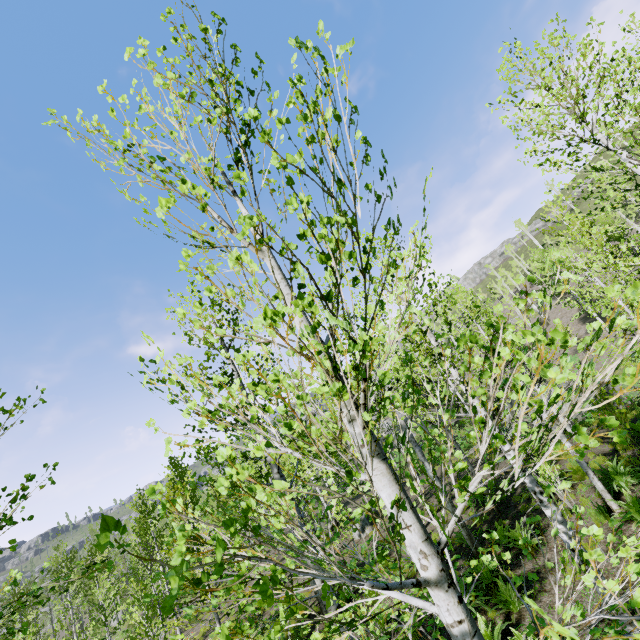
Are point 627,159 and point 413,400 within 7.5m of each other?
yes
